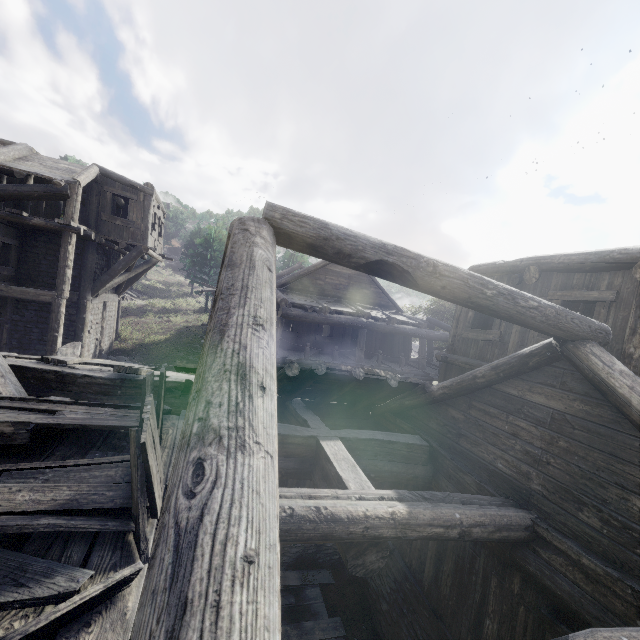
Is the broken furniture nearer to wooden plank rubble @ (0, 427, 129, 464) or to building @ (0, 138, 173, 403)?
wooden plank rubble @ (0, 427, 129, 464)

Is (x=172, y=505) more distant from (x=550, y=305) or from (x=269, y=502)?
(x=550, y=305)

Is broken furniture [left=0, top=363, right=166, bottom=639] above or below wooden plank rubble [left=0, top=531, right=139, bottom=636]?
above

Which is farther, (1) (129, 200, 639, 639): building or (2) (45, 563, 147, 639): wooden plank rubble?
(2) (45, 563, 147, 639): wooden plank rubble

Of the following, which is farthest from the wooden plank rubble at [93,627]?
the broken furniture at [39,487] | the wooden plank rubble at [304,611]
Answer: the wooden plank rubble at [304,611]

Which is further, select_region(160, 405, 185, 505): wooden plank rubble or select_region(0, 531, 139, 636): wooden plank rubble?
select_region(160, 405, 185, 505): wooden plank rubble

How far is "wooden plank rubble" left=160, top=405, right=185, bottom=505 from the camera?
3.4 meters

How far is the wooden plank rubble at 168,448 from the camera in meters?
3.4 m
